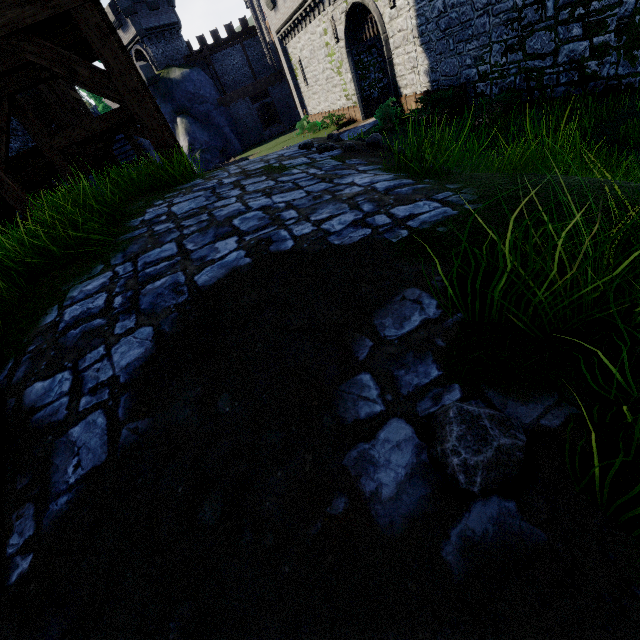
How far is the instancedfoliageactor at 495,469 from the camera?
1.0m

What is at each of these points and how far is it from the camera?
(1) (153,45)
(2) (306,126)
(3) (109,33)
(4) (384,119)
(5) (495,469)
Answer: (1) building tower, 36.38m
(2) bush, 31.67m
(3) walkway, 5.07m
(4) bush, 19.33m
(5) instancedfoliageactor, 0.99m

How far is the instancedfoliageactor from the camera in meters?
1.0 m

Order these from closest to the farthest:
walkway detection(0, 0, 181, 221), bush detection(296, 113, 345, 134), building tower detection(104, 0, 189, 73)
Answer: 1. walkway detection(0, 0, 181, 221)
2. bush detection(296, 113, 345, 134)
3. building tower detection(104, 0, 189, 73)

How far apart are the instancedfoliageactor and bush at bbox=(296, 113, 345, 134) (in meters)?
32.73

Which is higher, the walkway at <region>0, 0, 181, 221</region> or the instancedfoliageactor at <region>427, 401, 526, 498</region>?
the walkway at <region>0, 0, 181, 221</region>

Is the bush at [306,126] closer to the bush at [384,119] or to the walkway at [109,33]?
the bush at [384,119]

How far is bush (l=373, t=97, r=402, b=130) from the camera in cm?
1891
